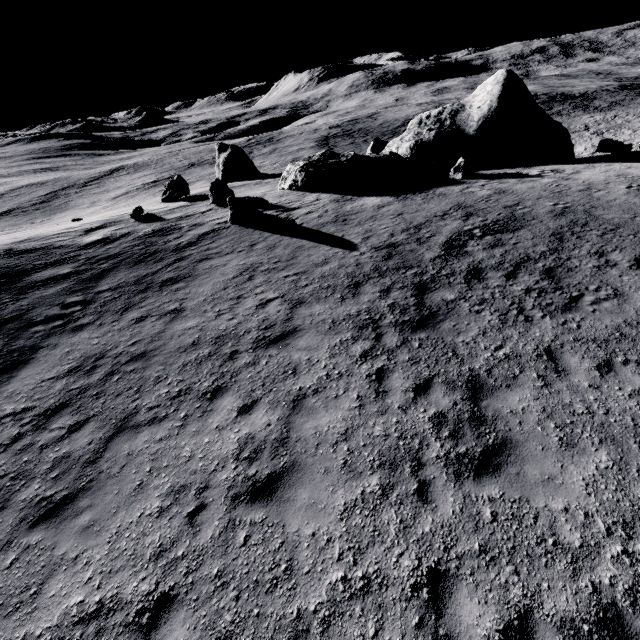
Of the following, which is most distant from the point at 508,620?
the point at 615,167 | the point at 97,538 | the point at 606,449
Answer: the point at 615,167

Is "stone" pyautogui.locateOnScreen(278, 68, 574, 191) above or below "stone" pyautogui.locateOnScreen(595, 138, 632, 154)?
above

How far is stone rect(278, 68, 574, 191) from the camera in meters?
21.8 m

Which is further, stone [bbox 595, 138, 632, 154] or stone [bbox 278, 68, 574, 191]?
stone [bbox 595, 138, 632, 154]

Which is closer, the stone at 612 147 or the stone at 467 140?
the stone at 467 140

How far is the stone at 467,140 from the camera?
21.78m
